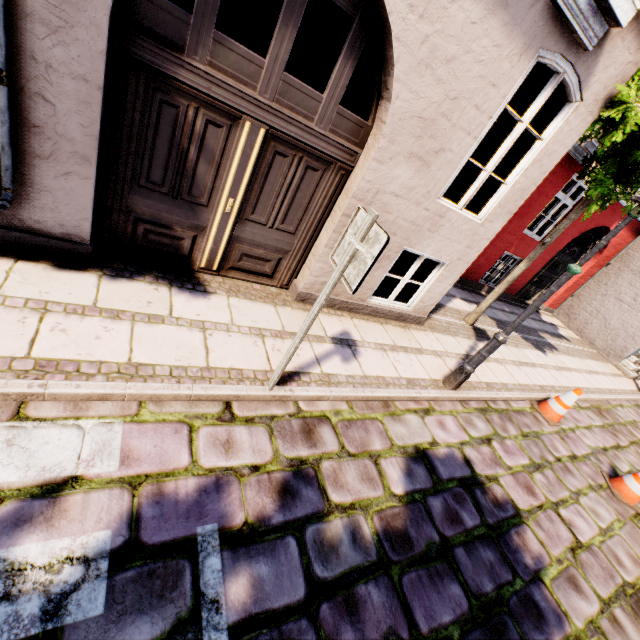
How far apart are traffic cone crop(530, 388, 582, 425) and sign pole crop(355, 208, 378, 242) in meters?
5.4

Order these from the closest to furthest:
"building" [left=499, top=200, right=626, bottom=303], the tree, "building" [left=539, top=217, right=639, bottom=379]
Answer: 1. the tree
2. "building" [left=499, top=200, right=626, bottom=303]
3. "building" [left=539, top=217, right=639, bottom=379]

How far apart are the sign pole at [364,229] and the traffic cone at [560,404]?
5.4m

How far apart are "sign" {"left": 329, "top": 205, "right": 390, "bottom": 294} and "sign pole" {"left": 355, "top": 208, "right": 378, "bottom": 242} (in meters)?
0.03

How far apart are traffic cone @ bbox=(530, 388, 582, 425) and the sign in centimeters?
557cm

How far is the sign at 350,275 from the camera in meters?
2.2 m

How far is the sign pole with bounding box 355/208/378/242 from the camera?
2.2m

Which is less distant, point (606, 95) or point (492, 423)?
point (606, 95)
